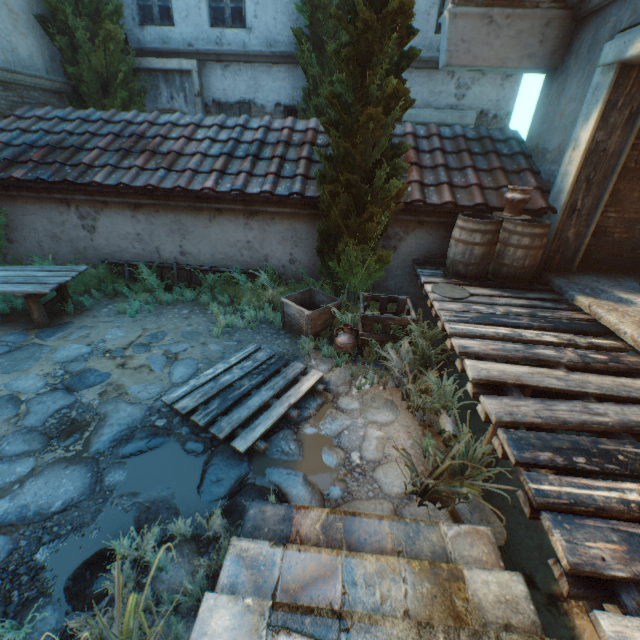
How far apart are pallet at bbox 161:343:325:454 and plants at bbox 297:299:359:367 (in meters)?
1.01

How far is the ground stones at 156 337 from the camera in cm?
A: 510

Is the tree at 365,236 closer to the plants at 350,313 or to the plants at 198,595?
the plants at 350,313

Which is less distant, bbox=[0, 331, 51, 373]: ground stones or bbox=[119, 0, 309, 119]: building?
bbox=[0, 331, 51, 373]: ground stones

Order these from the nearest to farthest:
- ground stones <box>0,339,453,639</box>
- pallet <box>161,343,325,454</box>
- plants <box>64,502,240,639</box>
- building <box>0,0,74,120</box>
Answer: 1. plants <box>64,502,240,639</box>
2. ground stones <box>0,339,453,639</box>
3. pallet <box>161,343,325,454</box>
4. building <box>0,0,74,120</box>

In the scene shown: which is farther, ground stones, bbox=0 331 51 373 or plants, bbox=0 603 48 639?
ground stones, bbox=0 331 51 373

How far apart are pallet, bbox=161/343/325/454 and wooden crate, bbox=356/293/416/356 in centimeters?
81cm

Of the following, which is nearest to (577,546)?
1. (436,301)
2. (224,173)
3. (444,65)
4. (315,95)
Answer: (436,301)
